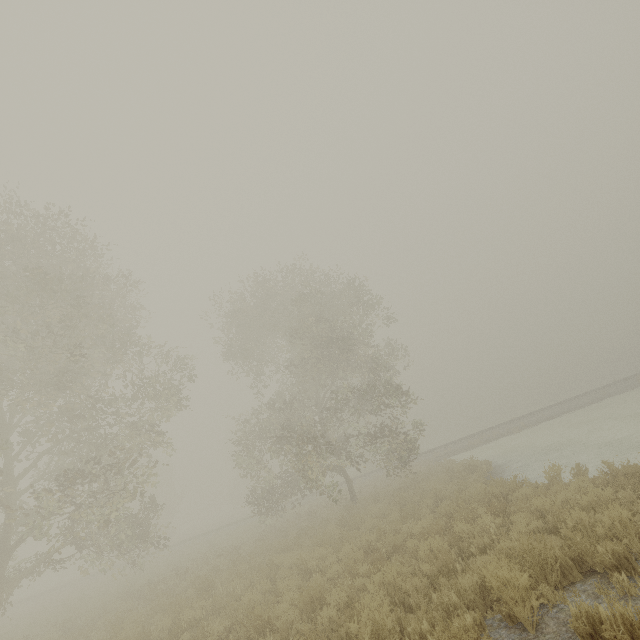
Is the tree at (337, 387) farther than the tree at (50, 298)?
Yes

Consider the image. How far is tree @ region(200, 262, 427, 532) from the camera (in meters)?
17.12

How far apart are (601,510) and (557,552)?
2.1 meters

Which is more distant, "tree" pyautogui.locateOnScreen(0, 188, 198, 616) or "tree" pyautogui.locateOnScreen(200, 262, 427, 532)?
"tree" pyautogui.locateOnScreen(200, 262, 427, 532)

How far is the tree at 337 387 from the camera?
17.1 meters
